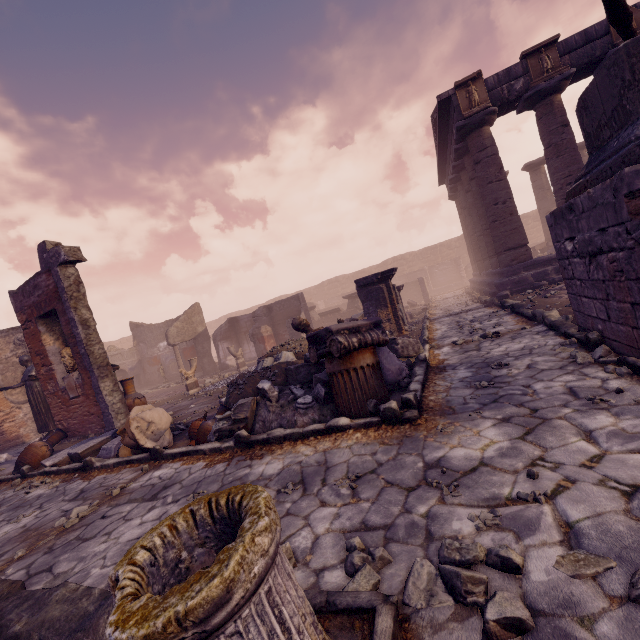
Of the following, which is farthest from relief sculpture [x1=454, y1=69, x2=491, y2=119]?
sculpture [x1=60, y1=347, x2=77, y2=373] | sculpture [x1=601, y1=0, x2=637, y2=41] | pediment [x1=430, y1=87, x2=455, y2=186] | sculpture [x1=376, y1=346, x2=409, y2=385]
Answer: sculpture [x1=60, y1=347, x2=77, y2=373]

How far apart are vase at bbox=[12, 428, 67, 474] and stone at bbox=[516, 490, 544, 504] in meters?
9.6

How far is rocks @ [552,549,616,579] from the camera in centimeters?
154cm

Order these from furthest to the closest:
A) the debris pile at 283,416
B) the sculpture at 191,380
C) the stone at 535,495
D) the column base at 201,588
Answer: the sculpture at 191,380 → the debris pile at 283,416 → the stone at 535,495 → the column base at 201,588

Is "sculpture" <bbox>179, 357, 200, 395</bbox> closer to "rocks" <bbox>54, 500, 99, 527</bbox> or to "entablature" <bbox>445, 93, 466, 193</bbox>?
"rocks" <bbox>54, 500, 99, 527</bbox>

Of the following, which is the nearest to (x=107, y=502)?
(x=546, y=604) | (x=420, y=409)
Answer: (x=420, y=409)

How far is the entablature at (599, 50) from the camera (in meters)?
9.82

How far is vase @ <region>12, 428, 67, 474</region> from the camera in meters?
7.2
